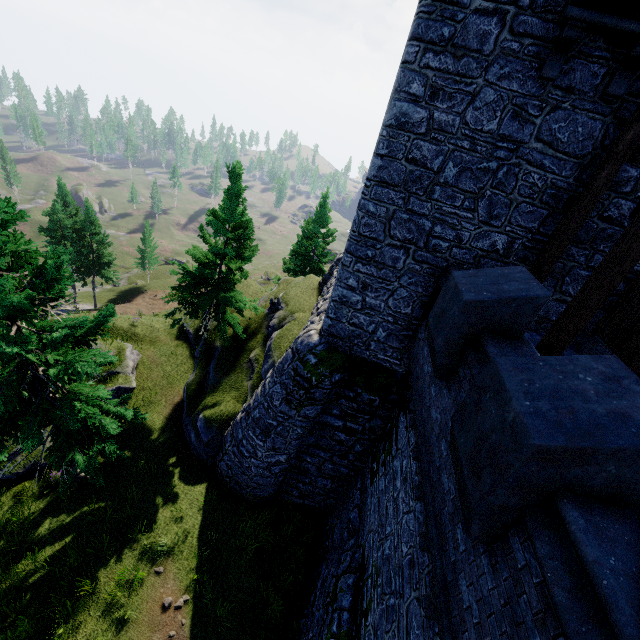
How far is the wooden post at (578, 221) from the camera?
6.9m

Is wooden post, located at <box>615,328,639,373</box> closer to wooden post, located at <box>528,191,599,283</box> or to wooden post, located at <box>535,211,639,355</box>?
wooden post, located at <box>535,211,639,355</box>

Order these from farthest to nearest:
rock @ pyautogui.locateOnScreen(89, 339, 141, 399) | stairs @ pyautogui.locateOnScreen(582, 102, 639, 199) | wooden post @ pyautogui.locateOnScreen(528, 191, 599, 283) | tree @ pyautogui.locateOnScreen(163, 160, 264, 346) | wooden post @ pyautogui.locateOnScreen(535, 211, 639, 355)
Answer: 1. rock @ pyautogui.locateOnScreen(89, 339, 141, 399)
2. tree @ pyautogui.locateOnScreen(163, 160, 264, 346)
3. wooden post @ pyautogui.locateOnScreen(528, 191, 599, 283)
4. stairs @ pyautogui.locateOnScreen(582, 102, 639, 199)
5. wooden post @ pyautogui.locateOnScreen(535, 211, 639, 355)

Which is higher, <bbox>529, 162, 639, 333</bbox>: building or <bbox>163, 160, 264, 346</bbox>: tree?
<bbox>529, 162, 639, 333</bbox>: building

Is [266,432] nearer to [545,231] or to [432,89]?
[545,231]

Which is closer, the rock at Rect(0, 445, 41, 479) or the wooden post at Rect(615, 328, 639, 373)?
the wooden post at Rect(615, 328, 639, 373)

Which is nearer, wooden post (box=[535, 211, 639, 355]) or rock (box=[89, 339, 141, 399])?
wooden post (box=[535, 211, 639, 355])

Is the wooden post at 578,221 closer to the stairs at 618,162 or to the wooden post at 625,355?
the stairs at 618,162
